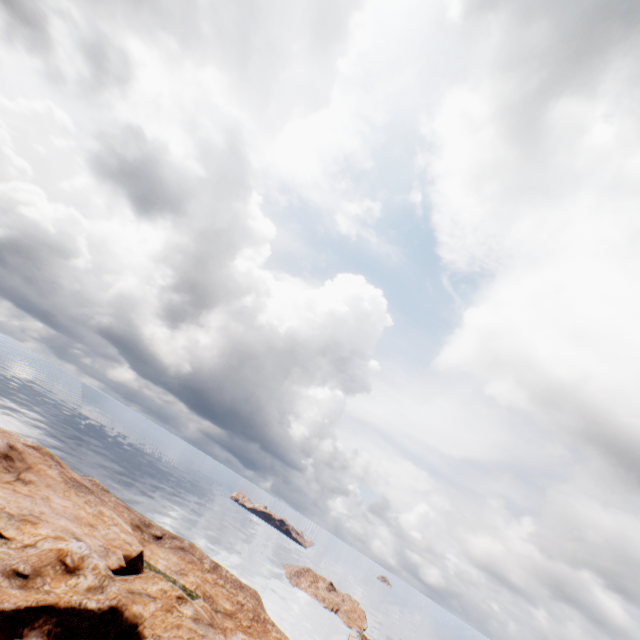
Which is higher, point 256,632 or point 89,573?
point 89,573
